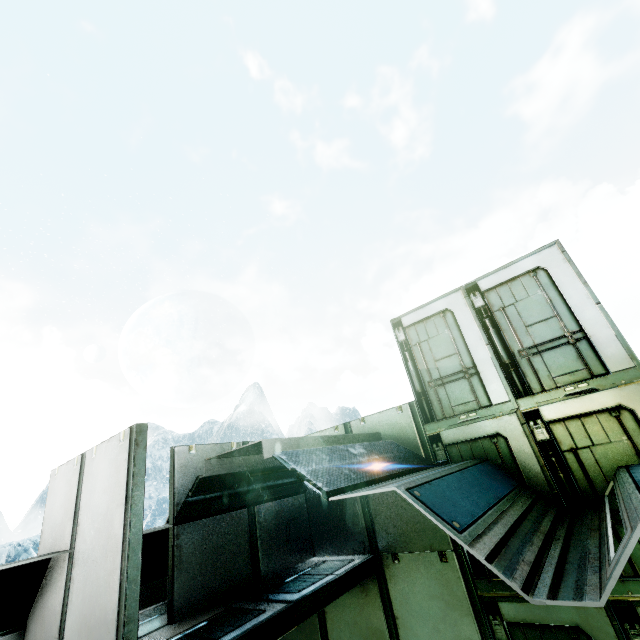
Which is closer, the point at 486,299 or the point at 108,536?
the point at 108,536
